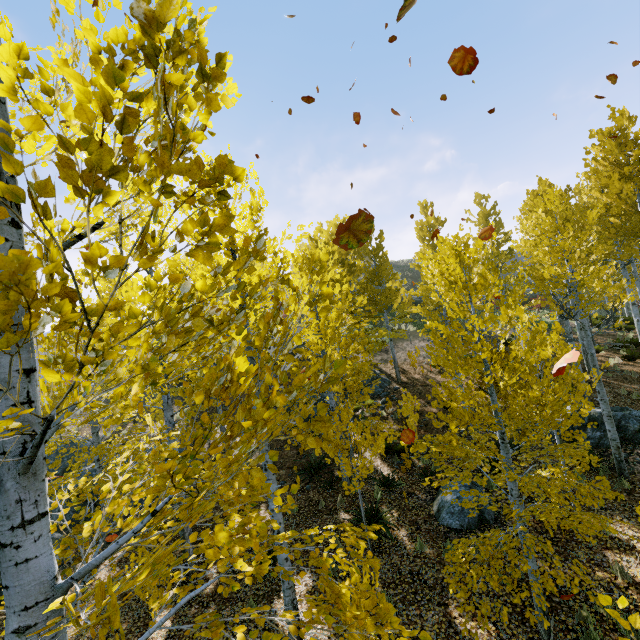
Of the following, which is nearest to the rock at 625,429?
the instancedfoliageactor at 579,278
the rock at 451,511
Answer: the instancedfoliageactor at 579,278

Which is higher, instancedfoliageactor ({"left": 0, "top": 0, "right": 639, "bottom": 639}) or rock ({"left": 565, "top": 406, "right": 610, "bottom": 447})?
instancedfoliageactor ({"left": 0, "top": 0, "right": 639, "bottom": 639})

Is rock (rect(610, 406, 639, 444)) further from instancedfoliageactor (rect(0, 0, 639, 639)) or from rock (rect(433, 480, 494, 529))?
rock (rect(433, 480, 494, 529))

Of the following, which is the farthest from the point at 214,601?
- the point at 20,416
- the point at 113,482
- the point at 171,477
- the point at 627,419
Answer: the point at 627,419

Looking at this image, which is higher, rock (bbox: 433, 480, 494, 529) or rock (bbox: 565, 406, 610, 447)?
rock (bbox: 565, 406, 610, 447)

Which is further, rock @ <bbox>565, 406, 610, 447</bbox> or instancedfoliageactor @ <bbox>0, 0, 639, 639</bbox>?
rock @ <bbox>565, 406, 610, 447</bbox>

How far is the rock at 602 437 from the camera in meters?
10.3
